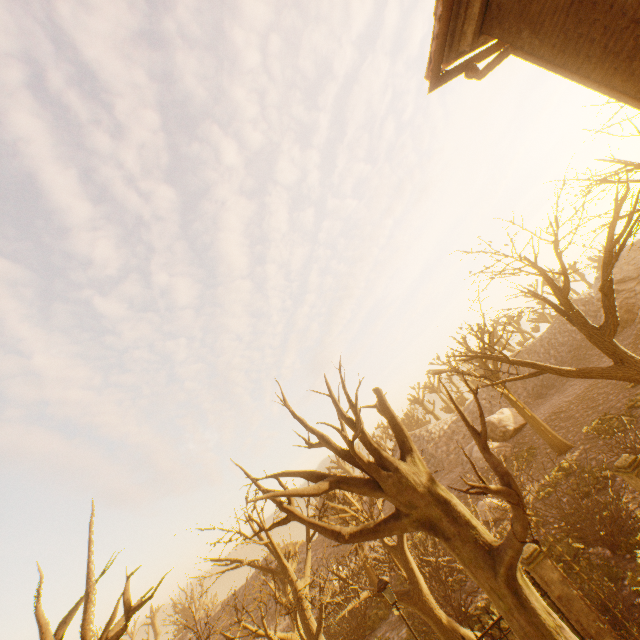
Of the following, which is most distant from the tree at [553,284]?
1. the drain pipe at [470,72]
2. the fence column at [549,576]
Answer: the fence column at [549,576]

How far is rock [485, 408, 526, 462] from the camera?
28.58m

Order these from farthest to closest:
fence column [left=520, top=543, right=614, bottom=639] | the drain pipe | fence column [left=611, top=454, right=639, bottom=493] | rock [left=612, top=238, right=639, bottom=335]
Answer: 1. rock [left=612, top=238, right=639, bottom=335]
2. fence column [left=611, top=454, right=639, bottom=493]
3. fence column [left=520, top=543, right=614, bottom=639]
4. the drain pipe

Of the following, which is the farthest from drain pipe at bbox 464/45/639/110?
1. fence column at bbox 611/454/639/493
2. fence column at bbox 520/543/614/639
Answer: fence column at bbox 520/543/614/639

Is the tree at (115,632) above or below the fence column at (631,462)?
above

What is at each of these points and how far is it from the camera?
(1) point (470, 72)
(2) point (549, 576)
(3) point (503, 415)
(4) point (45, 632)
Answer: (1) drain pipe, 5.91m
(2) fence column, 8.30m
(3) rock, 32.41m
(4) tree, 5.02m

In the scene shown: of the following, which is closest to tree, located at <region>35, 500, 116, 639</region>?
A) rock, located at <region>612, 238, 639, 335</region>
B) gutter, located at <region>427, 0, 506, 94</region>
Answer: gutter, located at <region>427, 0, 506, 94</region>

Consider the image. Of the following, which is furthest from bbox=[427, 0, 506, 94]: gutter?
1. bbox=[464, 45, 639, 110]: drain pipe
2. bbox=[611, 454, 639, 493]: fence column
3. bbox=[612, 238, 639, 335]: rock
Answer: bbox=[612, 238, 639, 335]: rock
